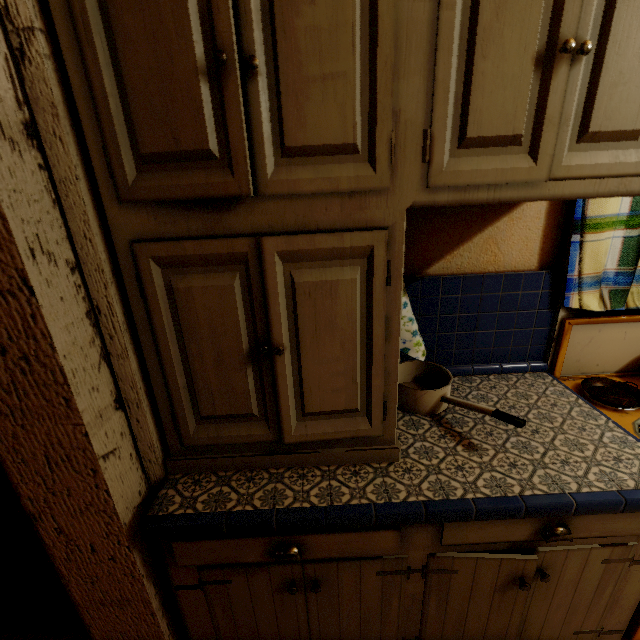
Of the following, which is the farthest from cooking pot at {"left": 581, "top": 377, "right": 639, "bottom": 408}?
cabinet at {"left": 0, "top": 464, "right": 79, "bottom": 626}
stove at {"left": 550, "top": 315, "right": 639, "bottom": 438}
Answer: cabinet at {"left": 0, "top": 464, "right": 79, "bottom": 626}

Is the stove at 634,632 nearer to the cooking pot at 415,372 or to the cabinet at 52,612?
the cooking pot at 415,372

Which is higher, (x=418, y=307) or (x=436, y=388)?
(x=418, y=307)

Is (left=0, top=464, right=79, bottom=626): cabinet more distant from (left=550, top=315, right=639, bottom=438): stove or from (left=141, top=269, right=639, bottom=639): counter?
(left=550, top=315, right=639, bottom=438): stove

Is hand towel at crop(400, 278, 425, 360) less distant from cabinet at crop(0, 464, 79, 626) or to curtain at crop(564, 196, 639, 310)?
curtain at crop(564, 196, 639, 310)

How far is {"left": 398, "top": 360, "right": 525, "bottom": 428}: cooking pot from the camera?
1.0 meters

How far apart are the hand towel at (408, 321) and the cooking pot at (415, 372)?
0.1 meters
